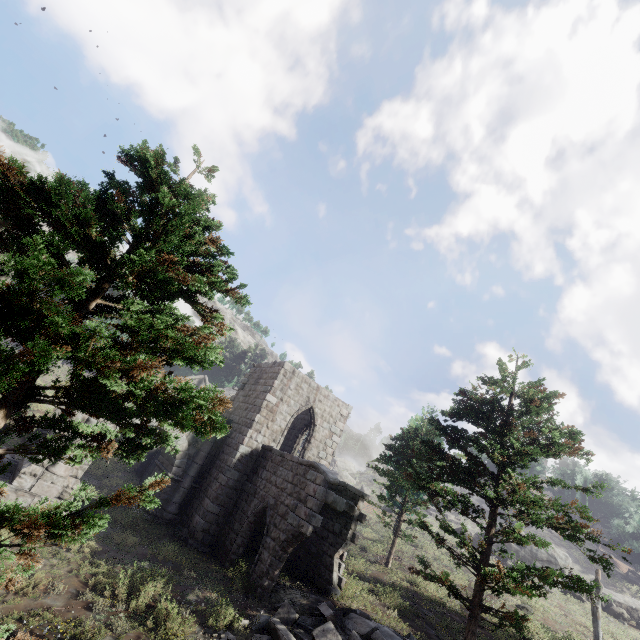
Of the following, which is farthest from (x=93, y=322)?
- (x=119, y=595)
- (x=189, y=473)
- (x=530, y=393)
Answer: (x=530, y=393)

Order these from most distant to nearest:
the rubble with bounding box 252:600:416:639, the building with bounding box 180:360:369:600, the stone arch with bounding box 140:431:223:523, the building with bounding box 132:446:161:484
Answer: the building with bounding box 132:446:161:484
the stone arch with bounding box 140:431:223:523
the building with bounding box 180:360:369:600
the rubble with bounding box 252:600:416:639

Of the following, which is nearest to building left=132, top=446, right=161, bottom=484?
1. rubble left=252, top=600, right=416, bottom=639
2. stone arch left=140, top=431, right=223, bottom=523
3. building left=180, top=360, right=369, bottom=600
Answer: building left=180, top=360, right=369, bottom=600

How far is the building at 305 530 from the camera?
12.5 meters

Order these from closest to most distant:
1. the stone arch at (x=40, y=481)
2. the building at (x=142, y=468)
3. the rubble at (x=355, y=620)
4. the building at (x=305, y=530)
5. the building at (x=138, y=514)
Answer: the rubble at (x=355, y=620), the building at (x=305, y=530), the stone arch at (x=40, y=481), the building at (x=138, y=514), the building at (x=142, y=468)

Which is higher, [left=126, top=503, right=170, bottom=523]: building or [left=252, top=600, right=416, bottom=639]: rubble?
[left=252, top=600, right=416, bottom=639]: rubble

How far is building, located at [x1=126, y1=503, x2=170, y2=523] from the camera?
14.8 meters

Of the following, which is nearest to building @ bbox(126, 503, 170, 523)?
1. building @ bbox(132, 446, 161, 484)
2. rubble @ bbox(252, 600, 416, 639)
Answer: rubble @ bbox(252, 600, 416, 639)
